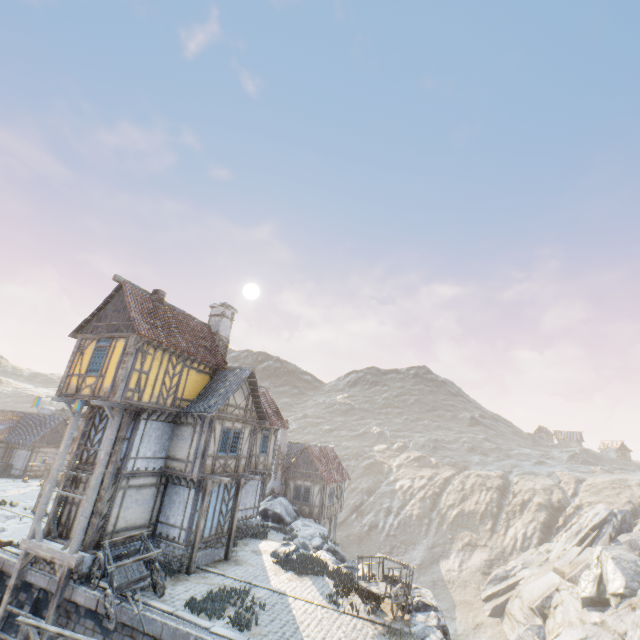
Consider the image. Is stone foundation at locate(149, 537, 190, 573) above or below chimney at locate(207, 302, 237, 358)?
below

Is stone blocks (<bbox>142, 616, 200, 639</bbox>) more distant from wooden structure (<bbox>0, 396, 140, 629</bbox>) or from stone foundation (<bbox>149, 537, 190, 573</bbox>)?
wooden structure (<bbox>0, 396, 140, 629</bbox>)

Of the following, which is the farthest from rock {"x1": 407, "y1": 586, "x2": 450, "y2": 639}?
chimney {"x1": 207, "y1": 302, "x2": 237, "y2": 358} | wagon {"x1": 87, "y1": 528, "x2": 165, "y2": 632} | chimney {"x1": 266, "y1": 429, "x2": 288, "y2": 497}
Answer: chimney {"x1": 207, "y1": 302, "x2": 237, "y2": 358}

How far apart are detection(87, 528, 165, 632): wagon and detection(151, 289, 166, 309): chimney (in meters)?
10.46

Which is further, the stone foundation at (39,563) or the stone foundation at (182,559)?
the stone foundation at (182,559)

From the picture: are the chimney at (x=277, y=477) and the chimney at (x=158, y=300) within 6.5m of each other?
no

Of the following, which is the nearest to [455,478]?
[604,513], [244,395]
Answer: [604,513]

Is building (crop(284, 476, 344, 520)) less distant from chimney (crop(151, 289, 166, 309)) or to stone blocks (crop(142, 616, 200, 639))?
stone blocks (crop(142, 616, 200, 639))
